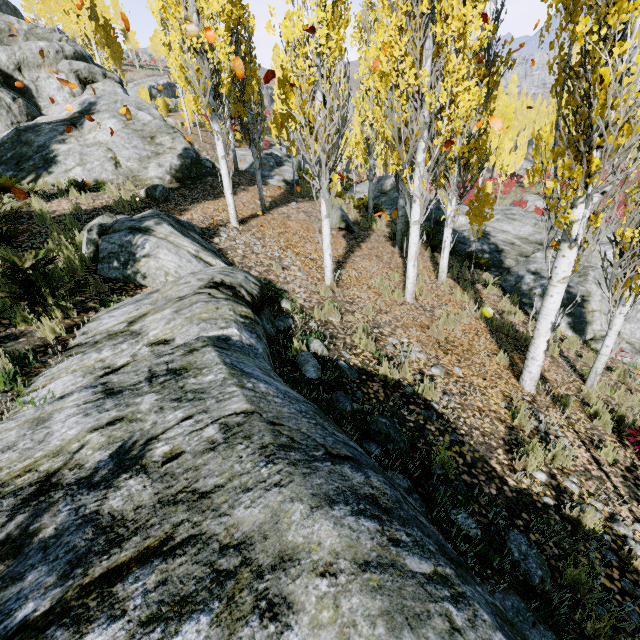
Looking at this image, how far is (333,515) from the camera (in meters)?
1.09

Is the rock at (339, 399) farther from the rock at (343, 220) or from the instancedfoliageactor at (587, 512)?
the rock at (343, 220)

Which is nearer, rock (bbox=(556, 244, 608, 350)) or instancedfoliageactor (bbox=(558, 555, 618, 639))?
instancedfoliageactor (bbox=(558, 555, 618, 639))

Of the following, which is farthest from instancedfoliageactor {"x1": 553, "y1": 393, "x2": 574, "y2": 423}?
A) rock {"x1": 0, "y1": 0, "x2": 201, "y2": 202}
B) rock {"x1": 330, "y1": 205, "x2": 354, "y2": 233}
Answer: rock {"x1": 330, "y1": 205, "x2": 354, "y2": 233}

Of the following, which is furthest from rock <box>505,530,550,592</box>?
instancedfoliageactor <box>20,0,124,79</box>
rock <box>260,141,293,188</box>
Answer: rock <box>260,141,293,188</box>

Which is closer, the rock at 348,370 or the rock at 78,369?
the rock at 78,369

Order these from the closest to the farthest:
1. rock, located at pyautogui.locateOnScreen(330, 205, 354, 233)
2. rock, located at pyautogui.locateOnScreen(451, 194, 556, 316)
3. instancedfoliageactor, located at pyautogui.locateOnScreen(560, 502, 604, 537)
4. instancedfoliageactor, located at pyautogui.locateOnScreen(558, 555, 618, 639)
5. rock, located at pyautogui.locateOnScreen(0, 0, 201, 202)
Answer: instancedfoliageactor, located at pyautogui.locateOnScreen(558, 555, 618, 639)
instancedfoliageactor, located at pyautogui.locateOnScreen(560, 502, 604, 537)
rock, located at pyautogui.locateOnScreen(0, 0, 201, 202)
rock, located at pyautogui.locateOnScreen(451, 194, 556, 316)
rock, located at pyautogui.locateOnScreen(330, 205, 354, 233)

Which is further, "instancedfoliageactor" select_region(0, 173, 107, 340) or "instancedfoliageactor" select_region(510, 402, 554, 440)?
"instancedfoliageactor" select_region(510, 402, 554, 440)
